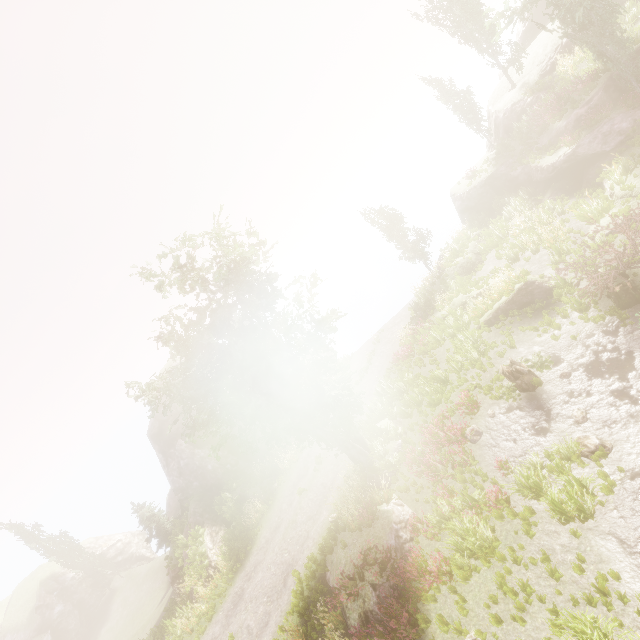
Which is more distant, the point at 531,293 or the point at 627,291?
the point at 531,293

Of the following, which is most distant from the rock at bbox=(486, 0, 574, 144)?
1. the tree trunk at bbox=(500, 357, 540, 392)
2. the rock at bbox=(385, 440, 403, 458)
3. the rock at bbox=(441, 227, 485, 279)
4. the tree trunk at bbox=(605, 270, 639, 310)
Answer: the rock at bbox=(385, 440, 403, 458)

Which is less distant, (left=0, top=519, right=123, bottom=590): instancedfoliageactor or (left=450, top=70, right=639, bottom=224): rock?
(left=450, top=70, right=639, bottom=224): rock

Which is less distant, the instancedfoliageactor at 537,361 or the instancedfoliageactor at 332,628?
the instancedfoliageactor at 332,628

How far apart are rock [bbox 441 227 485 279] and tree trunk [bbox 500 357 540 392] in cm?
1044

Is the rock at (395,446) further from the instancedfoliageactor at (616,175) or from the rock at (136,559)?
the rock at (136,559)

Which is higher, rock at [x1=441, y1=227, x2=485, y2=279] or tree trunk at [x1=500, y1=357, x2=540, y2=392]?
rock at [x1=441, y1=227, x2=485, y2=279]

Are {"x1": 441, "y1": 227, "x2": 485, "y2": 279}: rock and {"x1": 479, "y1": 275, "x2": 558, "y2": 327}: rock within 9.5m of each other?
yes
